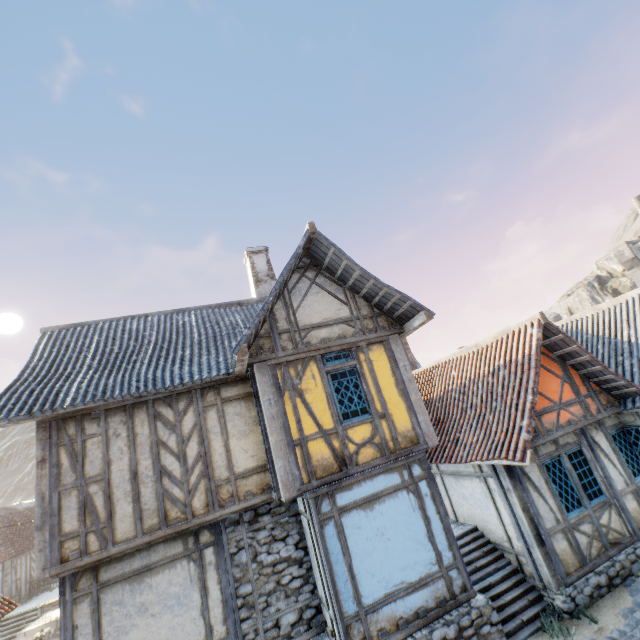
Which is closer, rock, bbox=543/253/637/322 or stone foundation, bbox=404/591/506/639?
stone foundation, bbox=404/591/506/639

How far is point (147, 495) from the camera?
6.86m

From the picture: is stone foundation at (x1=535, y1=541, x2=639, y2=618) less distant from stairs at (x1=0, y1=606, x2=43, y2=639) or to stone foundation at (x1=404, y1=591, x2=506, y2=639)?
stone foundation at (x1=404, y1=591, x2=506, y2=639)

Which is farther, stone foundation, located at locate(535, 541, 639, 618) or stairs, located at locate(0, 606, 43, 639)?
stairs, located at locate(0, 606, 43, 639)

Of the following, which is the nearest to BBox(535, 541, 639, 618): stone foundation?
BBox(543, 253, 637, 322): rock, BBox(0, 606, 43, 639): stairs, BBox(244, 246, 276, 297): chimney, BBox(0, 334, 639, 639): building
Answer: BBox(543, 253, 637, 322): rock

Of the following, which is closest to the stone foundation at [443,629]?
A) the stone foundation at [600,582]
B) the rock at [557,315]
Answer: the stone foundation at [600,582]

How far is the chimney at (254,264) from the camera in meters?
11.9 m

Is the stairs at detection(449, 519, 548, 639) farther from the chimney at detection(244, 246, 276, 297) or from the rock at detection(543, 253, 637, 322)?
the rock at detection(543, 253, 637, 322)
